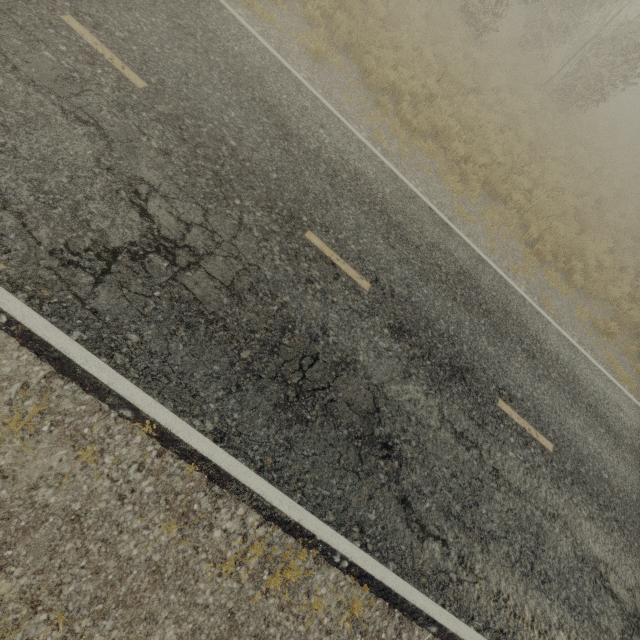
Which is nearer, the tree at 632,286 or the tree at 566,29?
the tree at 632,286

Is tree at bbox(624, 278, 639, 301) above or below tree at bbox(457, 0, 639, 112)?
below

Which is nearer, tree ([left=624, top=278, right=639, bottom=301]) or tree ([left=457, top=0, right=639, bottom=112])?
tree ([left=624, top=278, right=639, bottom=301])

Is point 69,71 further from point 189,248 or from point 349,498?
point 349,498

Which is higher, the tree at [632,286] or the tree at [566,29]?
the tree at [566,29]
